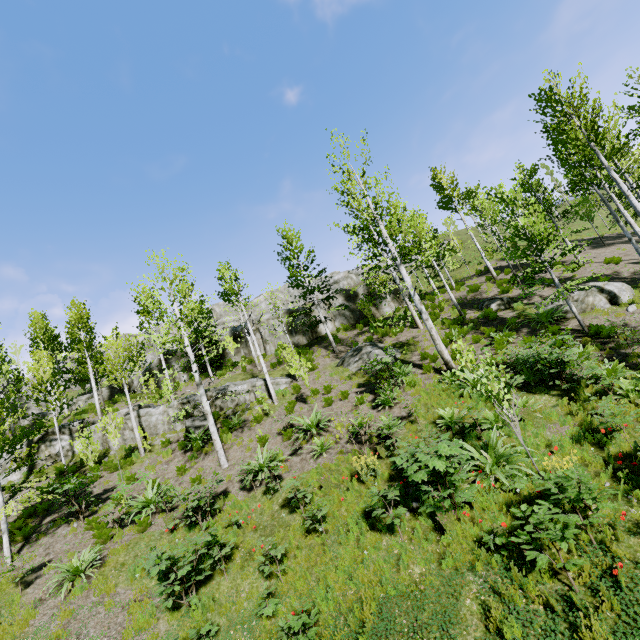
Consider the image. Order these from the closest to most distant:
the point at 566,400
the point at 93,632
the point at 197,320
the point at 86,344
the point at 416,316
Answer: the point at 93,632 < the point at 566,400 < the point at 416,316 < the point at 197,320 < the point at 86,344

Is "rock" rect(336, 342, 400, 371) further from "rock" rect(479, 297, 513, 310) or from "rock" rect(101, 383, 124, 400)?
"rock" rect(101, 383, 124, 400)

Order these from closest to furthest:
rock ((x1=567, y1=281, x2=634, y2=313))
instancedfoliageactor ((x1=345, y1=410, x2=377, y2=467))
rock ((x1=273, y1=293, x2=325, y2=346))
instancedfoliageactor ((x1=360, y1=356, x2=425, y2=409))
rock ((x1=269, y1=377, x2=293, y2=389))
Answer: instancedfoliageactor ((x1=345, y1=410, x2=377, y2=467))
instancedfoliageactor ((x1=360, y1=356, x2=425, y2=409))
rock ((x1=567, y1=281, x2=634, y2=313))
rock ((x1=269, y1=377, x2=293, y2=389))
rock ((x1=273, y1=293, x2=325, y2=346))

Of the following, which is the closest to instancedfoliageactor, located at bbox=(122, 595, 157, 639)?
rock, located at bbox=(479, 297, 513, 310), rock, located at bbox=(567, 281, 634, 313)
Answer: rock, located at bbox=(567, 281, 634, 313)

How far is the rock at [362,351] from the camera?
16.7 meters

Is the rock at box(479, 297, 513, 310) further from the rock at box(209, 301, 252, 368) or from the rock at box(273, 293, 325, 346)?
the rock at box(209, 301, 252, 368)

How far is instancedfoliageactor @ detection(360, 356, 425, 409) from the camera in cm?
1252

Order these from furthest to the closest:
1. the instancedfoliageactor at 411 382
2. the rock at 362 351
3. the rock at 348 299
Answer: the rock at 348 299 < the rock at 362 351 < the instancedfoliageactor at 411 382
